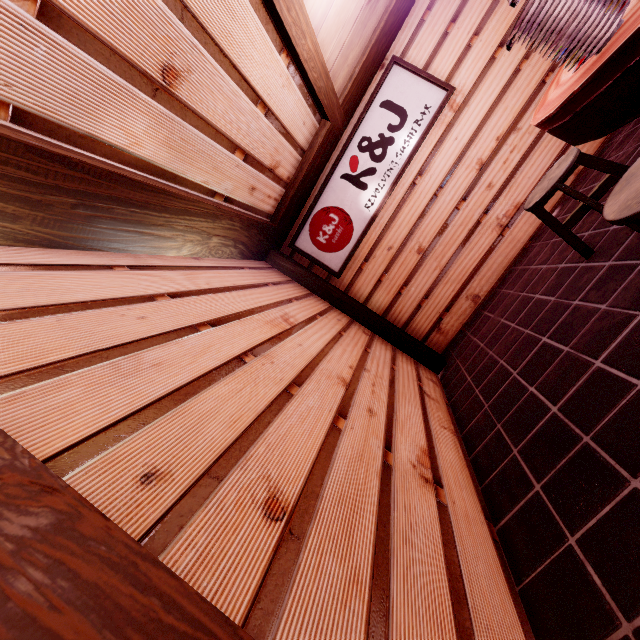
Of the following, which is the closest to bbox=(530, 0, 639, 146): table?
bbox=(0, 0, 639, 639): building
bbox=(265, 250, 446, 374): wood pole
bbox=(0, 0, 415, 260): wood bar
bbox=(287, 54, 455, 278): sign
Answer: bbox=(0, 0, 639, 639): building

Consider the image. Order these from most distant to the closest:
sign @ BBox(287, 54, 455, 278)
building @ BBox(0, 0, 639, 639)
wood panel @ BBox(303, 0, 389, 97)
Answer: sign @ BBox(287, 54, 455, 278), wood panel @ BBox(303, 0, 389, 97), building @ BBox(0, 0, 639, 639)

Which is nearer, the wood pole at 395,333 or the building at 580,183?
the building at 580,183

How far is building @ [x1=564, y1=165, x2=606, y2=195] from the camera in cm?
605

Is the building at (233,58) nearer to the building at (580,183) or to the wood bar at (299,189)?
the wood bar at (299,189)

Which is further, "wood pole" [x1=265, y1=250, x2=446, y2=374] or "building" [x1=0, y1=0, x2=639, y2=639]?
"wood pole" [x1=265, y1=250, x2=446, y2=374]

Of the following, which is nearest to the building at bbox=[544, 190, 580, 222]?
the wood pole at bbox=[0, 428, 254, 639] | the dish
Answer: the wood pole at bbox=[0, 428, 254, 639]

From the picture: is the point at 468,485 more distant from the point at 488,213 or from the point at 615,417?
the point at 488,213
